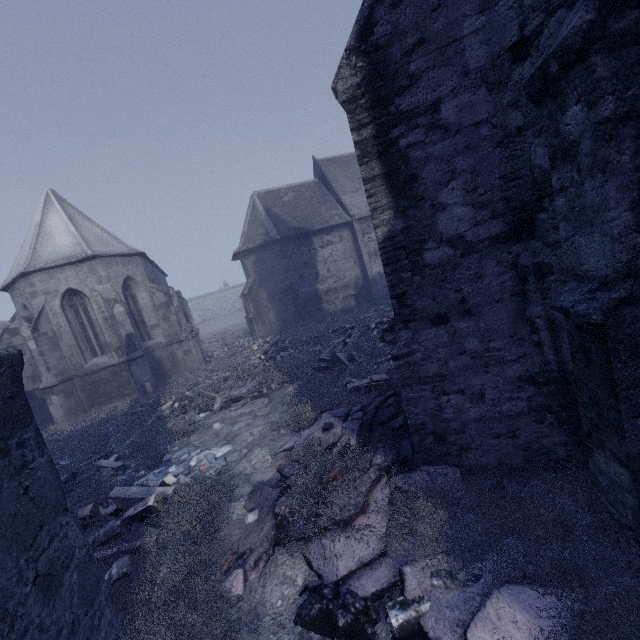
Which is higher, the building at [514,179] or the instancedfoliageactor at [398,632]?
the building at [514,179]

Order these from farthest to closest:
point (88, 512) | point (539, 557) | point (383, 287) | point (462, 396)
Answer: point (383, 287) < point (88, 512) < point (462, 396) < point (539, 557)

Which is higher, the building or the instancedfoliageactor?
the building
